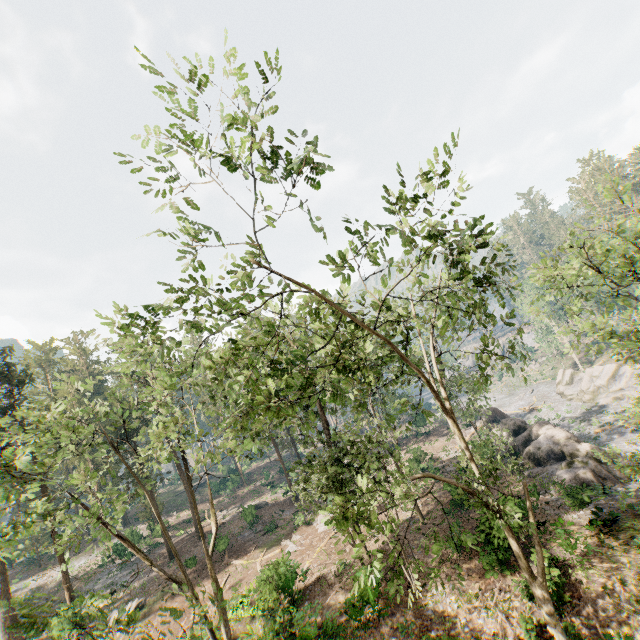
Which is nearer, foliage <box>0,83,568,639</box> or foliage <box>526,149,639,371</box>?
foliage <box>0,83,568,639</box>

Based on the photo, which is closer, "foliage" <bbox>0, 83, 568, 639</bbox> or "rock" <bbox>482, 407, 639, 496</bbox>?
"foliage" <bbox>0, 83, 568, 639</bbox>

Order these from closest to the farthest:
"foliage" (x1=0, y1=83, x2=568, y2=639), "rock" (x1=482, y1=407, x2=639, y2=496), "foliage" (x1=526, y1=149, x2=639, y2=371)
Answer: "foliage" (x1=0, y1=83, x2=568, y2=639)
"foliage" (x1=526, y1=149, x2=639, y2=371)
"rock" (x1=482, y1=407, x2=639, y2=496)

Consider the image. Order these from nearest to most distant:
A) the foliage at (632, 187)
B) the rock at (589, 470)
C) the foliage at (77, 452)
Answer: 1. the foliage at (77, 452)
2. the foliage at (632, 187)
3. the rock at (589, 470)

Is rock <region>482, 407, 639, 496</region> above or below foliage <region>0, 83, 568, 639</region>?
below

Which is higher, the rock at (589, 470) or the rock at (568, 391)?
the rock at (589, 470)

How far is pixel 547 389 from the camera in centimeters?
5781cm
